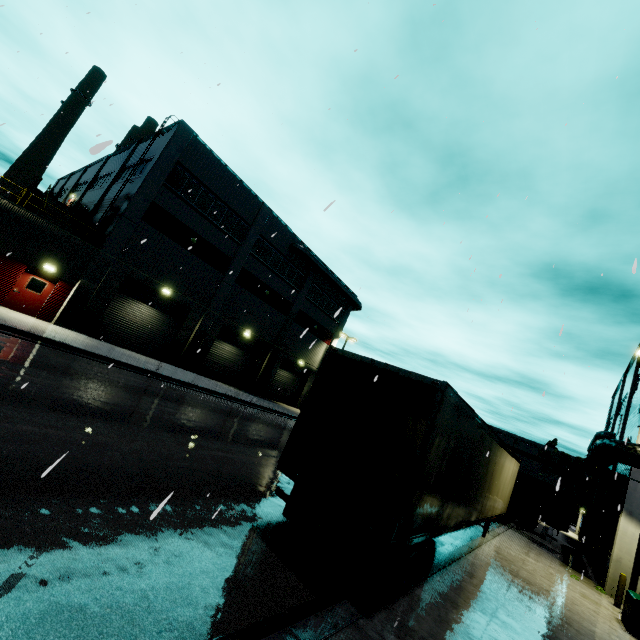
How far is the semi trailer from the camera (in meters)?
5.58

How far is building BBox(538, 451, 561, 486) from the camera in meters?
58.5 m

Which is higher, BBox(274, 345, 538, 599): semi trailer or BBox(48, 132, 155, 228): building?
BBox(48, 132, 155, 228): building

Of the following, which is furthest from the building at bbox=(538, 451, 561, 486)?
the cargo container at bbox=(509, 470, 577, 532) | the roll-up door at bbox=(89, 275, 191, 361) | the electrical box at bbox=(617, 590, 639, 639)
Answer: the electrical box at bbox=(617, 590, 639, 639)

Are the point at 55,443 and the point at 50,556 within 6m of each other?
yes

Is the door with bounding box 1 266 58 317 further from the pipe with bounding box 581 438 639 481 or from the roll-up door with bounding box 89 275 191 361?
the pipe with bounding box 581 438 639 481

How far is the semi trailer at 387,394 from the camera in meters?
5.6 m

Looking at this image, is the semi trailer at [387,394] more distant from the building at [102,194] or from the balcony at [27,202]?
the balcony at [27,202]
